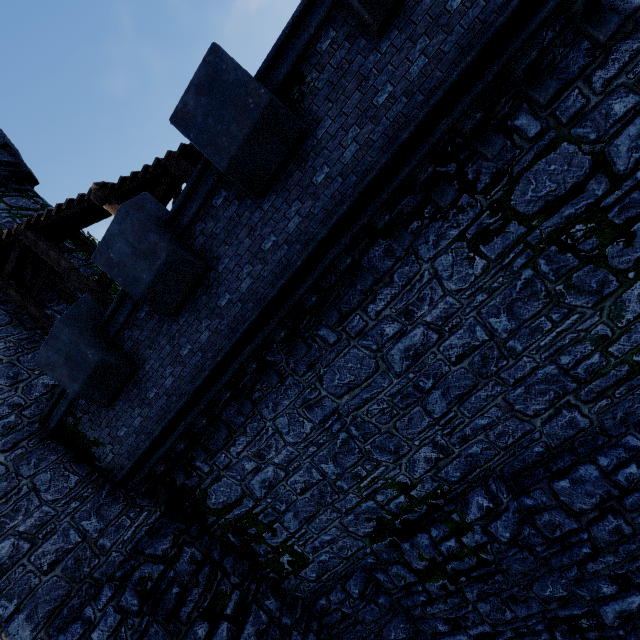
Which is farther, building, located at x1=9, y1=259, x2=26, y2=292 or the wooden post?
building, located at x1=9, y1=259, x2=26, y2=292

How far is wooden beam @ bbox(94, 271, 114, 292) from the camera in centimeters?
1062cm

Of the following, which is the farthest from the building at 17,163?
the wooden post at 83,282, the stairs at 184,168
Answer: the wooden post at 83,282

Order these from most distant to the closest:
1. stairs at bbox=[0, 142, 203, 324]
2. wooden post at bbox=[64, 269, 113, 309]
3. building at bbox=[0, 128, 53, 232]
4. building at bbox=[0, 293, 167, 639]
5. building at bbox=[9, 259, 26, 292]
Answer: building at bbox=[0, 128, 53, 232] → building at bbox=[9, 259, 26, 292] → wooden post at bbox=[64, 269, 113, 309] → stairs at bbox=[0, 142, 203, 324] → building at bbox=[0, 293, 167, 639]

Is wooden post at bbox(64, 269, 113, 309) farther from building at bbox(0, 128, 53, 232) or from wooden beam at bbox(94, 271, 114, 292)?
building at bbox(0, 128, 53, 232)

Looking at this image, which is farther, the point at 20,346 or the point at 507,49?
the point at 20,346

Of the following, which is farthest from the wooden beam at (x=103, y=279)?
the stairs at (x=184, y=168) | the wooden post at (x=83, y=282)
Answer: the wooden post at (x=83, y=282)
